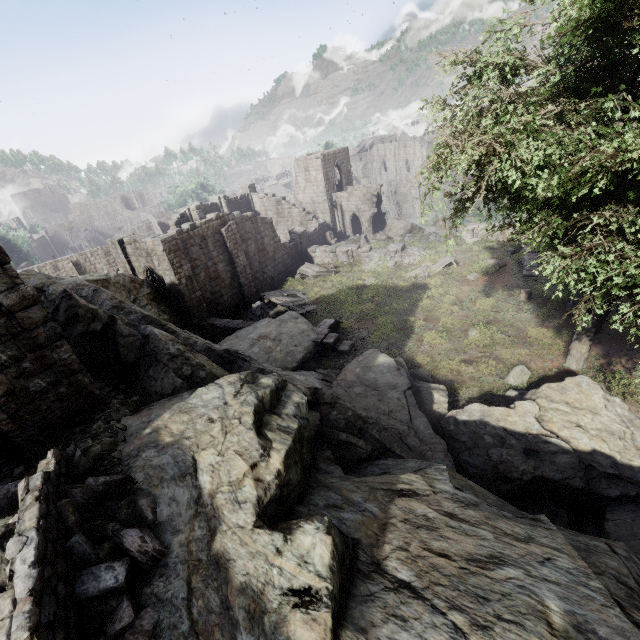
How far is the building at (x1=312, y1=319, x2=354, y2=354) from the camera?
17.10m

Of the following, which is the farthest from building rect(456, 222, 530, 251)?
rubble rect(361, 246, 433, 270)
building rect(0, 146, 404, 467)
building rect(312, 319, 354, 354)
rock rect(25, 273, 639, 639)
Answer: rock rect(25, 273, 639, 639)

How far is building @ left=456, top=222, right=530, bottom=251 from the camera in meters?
24.9 m

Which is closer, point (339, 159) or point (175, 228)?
point (175, 228)

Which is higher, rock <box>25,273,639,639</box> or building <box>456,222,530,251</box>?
rock <box>25,273,639,639</box>

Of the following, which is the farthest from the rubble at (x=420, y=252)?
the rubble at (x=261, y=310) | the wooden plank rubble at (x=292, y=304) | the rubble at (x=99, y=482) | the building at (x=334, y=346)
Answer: the rubble at (x=99, y=482)

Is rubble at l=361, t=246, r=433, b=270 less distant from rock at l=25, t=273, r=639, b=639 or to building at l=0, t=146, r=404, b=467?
building at l=0, t=146, r=404, b=467

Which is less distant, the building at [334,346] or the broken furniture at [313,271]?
the building at [334,346]
